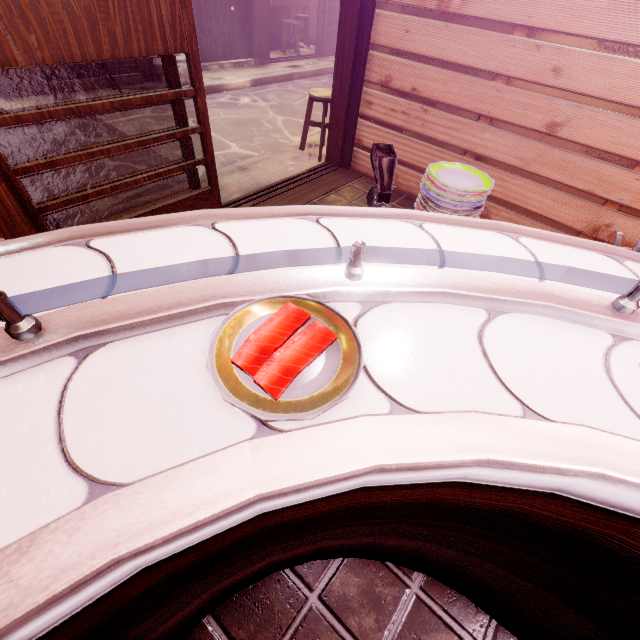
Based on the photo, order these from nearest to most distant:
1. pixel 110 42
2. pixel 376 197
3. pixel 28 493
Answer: pixel 28 493, pixel 376 197, pixel 110 42

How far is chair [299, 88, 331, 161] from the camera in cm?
756

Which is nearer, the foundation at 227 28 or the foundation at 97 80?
the foundation at 97 80

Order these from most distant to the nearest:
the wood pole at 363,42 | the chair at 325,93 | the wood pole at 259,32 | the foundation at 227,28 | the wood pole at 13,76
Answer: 1. the wood pole at 259,32
2. the foundation at 227,28
3. the wood pole at 13,76
4. the chair at 325,93
5. the wood pole at 363,42

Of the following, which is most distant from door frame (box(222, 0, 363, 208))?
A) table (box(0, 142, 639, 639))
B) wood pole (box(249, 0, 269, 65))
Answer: wood pole (box(249, 0, 269, 65))

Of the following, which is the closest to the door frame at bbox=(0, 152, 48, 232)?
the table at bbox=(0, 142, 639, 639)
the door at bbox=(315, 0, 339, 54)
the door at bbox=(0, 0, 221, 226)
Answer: the door at bbox=(0, 0, 221, 226)

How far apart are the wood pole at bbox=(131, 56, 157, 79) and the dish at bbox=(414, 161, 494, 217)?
13.80m

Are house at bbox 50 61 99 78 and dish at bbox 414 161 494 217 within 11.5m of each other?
no
